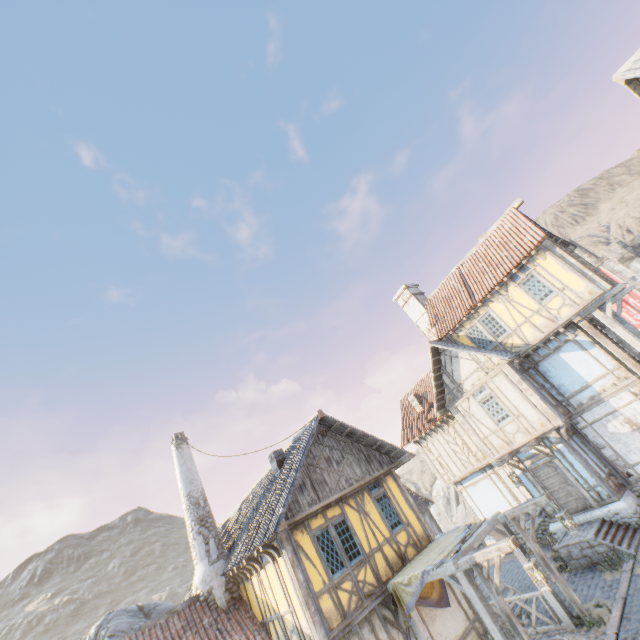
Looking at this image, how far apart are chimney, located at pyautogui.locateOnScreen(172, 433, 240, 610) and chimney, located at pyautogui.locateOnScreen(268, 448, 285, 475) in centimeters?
330cm

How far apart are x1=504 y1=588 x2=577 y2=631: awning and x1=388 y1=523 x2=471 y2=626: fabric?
0.0m

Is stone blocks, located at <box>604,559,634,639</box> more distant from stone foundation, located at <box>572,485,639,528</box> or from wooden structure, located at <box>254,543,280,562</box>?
wooden structure, located at <box>254,543,280,562</box>

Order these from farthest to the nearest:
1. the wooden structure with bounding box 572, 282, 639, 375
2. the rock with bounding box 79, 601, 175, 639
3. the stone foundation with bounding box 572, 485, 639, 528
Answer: the rock with bounding box 79, 601, 175, 639
the wooden structure with bounding box 572, 282, 639, 375
the stone foundation with bounding box 572, 485, 639, 528

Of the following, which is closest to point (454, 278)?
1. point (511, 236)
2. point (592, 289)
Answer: point (511, 236)

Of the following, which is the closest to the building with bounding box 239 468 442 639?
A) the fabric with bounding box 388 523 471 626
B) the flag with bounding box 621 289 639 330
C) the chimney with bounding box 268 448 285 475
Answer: the fabric with bounding box 388 523 471 626

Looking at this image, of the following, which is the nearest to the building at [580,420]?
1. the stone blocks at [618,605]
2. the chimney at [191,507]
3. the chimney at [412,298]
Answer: the chimney at [412,298]

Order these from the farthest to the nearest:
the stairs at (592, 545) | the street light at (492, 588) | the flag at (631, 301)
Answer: the flag at (631, 301)
the stairs at (592, 545)
the street light at (492, 588)
